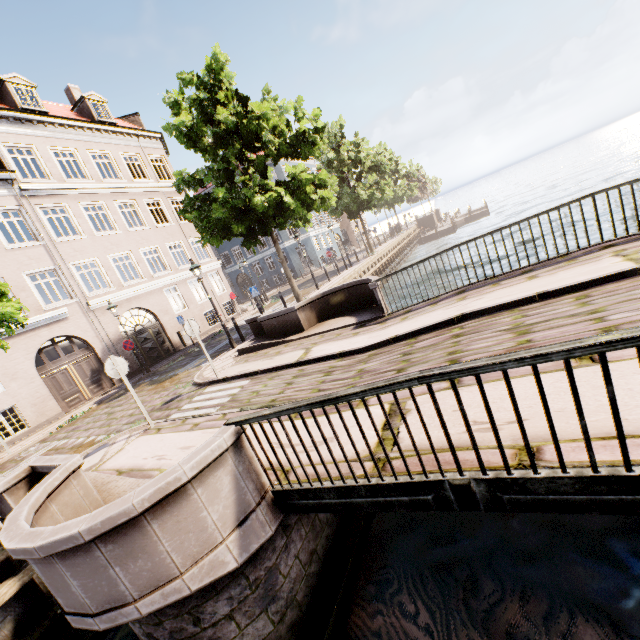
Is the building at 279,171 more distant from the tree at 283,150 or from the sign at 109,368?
the sign at 109,368

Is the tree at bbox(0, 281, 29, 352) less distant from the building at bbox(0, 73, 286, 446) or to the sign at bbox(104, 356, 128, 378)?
the sign at bbox(104, 356, 128, 378)

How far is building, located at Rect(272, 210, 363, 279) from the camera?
37.7m

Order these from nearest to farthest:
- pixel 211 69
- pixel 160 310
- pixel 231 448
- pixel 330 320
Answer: pixel 231 448 < pixel 330 320 < pixel 211 69 < pixel 160 310

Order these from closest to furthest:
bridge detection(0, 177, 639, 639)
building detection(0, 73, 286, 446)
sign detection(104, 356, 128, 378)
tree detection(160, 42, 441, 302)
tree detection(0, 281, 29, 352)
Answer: bridge detection(0, 177, 639, 639)
tree detection(0, 281, 29, 352)
sign detection(104, 356, 128, 378)
tree detection(160, 42, 441, 302)
building detection(0, 73, 286, 446)

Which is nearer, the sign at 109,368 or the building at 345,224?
the sign at 109,368

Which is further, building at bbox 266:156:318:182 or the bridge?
building at bbox 266:156:318:182

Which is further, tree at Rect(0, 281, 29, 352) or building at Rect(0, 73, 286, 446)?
building at Rect(0, 73, 286, 446)
